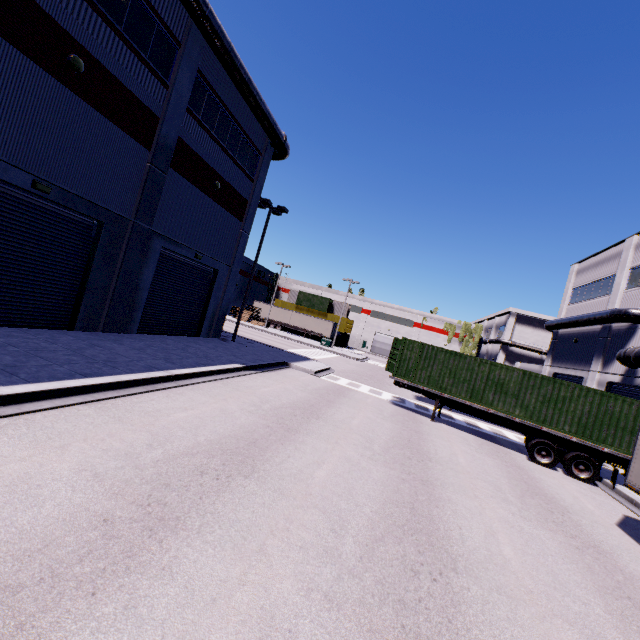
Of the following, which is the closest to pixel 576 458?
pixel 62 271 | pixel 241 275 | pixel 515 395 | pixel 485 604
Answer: pixel 515 395

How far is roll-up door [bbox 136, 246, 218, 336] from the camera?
16.22m

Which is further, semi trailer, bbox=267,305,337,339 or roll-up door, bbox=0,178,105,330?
semi trailer, bbox=267,305,337,339

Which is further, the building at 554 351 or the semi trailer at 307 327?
the semi trailer at 307 327

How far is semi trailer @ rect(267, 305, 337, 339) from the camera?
52.3m

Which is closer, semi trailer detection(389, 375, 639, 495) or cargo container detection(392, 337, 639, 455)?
semi trailer detection(389, 375, 639, 495)

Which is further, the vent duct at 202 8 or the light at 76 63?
the vent duct at 202 8

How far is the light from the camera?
10.04m
